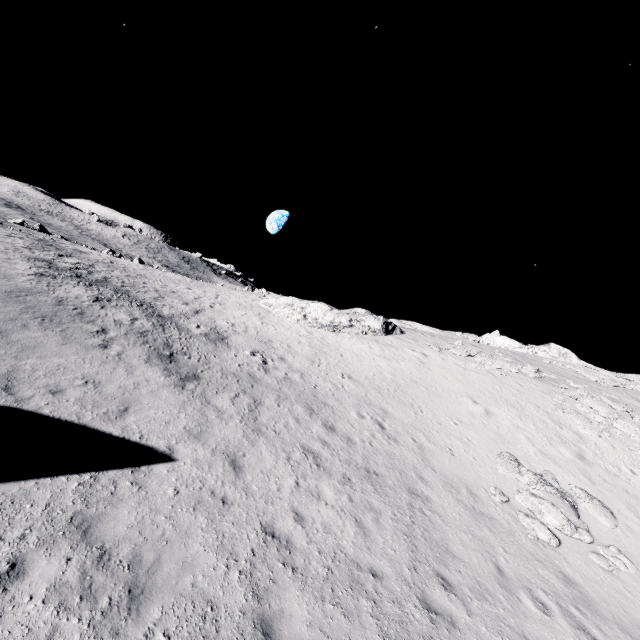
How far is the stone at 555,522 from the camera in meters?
11.4

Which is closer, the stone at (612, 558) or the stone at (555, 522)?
the stone at (612, 558)

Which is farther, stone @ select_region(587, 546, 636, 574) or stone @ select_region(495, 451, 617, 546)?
stone @ select_region(495, 451, 617, 546)

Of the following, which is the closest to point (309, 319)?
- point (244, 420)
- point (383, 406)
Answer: point (383, 406)

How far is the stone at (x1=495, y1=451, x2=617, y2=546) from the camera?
11.4 meters
